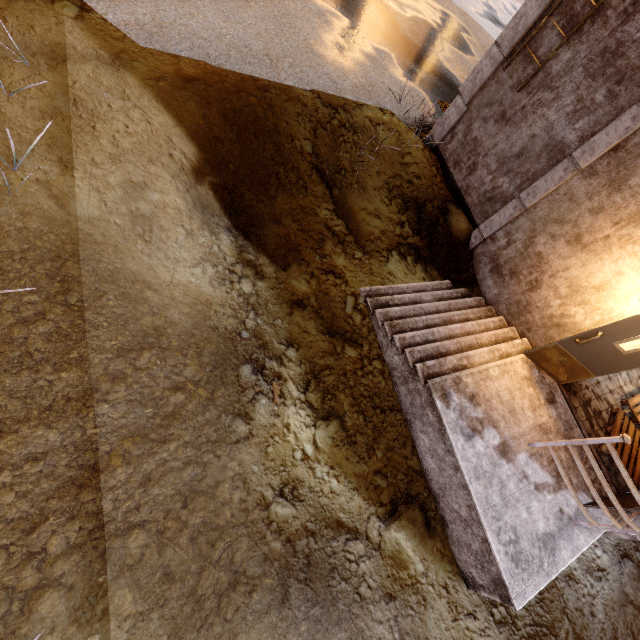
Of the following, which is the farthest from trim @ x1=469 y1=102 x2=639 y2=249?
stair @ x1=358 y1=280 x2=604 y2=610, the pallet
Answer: the pallet

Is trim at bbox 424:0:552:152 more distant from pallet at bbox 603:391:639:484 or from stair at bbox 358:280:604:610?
pallet at bbox 603:391:639:484

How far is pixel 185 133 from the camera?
5.21m

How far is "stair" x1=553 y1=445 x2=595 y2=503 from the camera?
5.3 meters

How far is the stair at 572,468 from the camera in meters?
5.3
